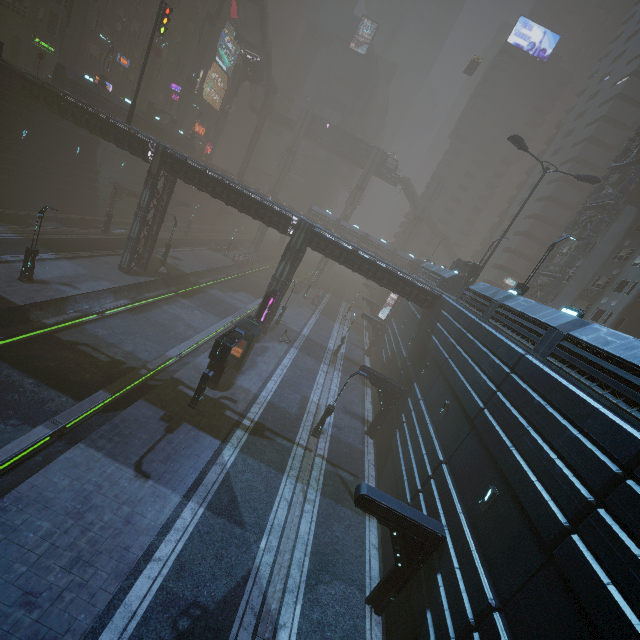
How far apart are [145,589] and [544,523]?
12.34m

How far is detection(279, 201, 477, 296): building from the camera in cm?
3022

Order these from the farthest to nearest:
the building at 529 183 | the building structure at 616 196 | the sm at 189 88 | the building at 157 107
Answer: the building at 529 183
the sm at 189 88
the building at 157 107
the building structure at 616 196

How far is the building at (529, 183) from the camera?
57.09m

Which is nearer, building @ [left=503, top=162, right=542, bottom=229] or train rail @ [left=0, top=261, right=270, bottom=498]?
train rail @ [left=0, top=261, right=270, bottom=498]

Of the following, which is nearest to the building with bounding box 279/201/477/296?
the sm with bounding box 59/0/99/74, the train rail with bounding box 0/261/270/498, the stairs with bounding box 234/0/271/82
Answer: the train rail with bounding box 0/261/270/498

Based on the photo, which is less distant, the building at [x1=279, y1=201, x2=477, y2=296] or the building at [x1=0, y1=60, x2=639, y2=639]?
the building at [x1=0, y1=60, x2=639, y2=639]

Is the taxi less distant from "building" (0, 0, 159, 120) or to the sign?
"building" (0, 0, 159, 120)
